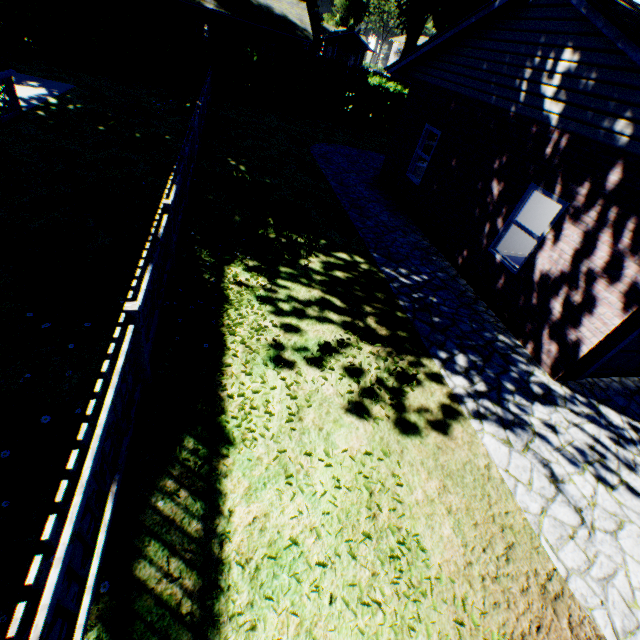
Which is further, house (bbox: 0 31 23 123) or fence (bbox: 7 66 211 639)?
house (bbox: 0 31 23 123)

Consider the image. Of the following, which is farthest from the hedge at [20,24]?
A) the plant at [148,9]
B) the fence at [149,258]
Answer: the plant at [148,9]

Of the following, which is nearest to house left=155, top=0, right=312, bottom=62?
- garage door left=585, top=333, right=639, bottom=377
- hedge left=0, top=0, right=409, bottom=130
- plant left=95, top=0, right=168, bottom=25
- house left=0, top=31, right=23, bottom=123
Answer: plant left=95, top=0, right=168, bottom=25

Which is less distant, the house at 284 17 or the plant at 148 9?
the plant at 148 9

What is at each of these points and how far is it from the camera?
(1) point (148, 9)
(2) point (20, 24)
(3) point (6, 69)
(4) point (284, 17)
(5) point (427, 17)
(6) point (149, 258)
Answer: (1) plant, 19.7 meters
(2) hedge, 14.8 meters
(3) house, 8.7 meters
(4) house, 25.6 meters
(5) plant, 31.5 meters
(6) fence, 4.0 meters

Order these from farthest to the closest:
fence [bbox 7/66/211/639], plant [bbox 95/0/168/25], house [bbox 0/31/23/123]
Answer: plant [bbox 95/0/168/25]
house [bbox 0/31/23/123]
fence [bbox 7/66/211/639]

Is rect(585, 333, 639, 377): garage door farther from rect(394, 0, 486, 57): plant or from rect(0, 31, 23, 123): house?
rect(394, 0, 486, 57): plant

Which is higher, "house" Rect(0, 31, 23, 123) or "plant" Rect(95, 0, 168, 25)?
"plant" Rect(95, 0, 168, 25)
